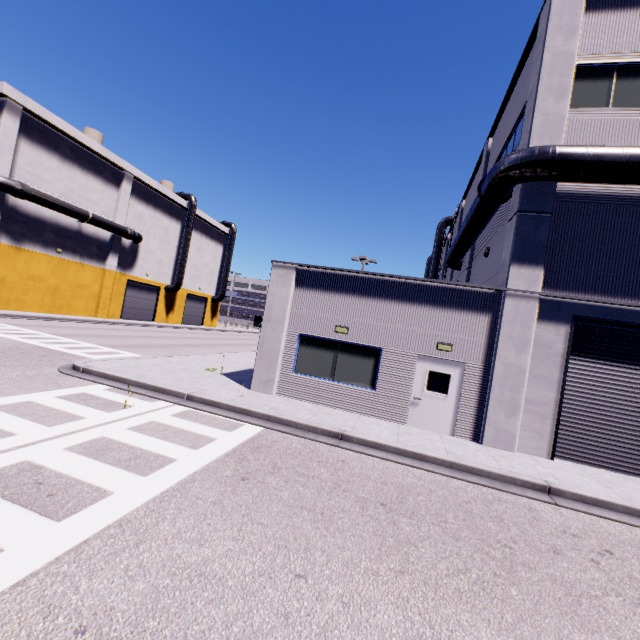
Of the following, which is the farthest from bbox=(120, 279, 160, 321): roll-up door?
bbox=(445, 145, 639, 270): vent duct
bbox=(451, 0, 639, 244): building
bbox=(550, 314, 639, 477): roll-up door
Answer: bbox=(550, 314, 639, 477): roll-up door

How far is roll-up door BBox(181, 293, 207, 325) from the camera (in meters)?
45.38

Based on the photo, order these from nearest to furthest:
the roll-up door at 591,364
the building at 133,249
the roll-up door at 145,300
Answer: the roll-up door at 591,364, the building at 133,249, the roll-up door at 145,300

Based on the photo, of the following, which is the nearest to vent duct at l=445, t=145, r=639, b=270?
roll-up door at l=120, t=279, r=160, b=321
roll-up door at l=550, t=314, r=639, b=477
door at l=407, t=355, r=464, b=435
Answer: roll-up door at l=550, t=314, r=639, b=477

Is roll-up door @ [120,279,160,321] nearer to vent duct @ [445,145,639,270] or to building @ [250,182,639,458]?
building @ [250,182,639,458]

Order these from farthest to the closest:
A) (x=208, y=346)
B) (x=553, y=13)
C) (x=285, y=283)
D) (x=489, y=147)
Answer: (x=208, y=346) → (x=489, y=147) → (x=285, y=283) → (x=553, y=13)

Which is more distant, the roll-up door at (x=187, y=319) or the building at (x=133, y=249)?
the roll-up door at (x=187, y=319)

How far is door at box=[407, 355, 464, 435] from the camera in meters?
10.5 m
